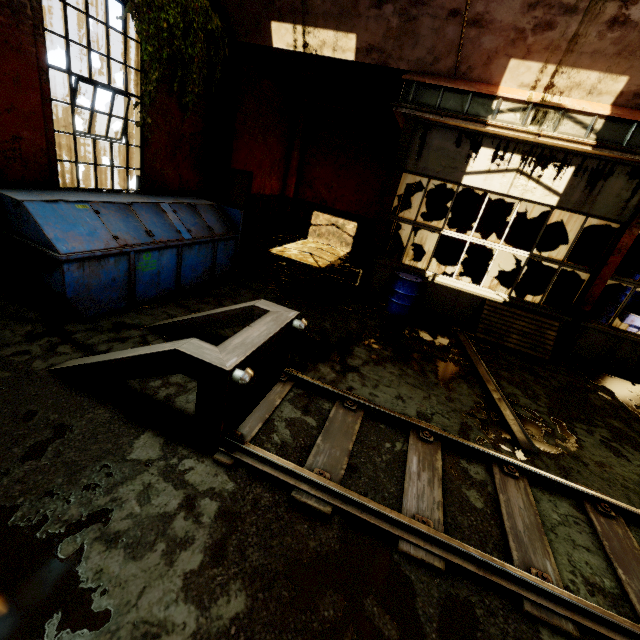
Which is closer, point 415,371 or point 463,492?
point 463,492

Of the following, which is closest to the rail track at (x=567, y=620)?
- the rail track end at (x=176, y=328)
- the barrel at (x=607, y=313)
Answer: the rail track end at (x=176, y=328)

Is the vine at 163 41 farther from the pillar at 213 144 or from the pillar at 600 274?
the pillar at 600 274

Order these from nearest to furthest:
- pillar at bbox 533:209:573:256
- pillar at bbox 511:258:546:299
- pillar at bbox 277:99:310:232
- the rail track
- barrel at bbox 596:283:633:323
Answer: the rail track → barrel at bbox 596:283:633:323 → pillar at bbox 533:209:573:256 → pillar at bbox 511:258:546:299 → pillar at bbox 277:99:310:232

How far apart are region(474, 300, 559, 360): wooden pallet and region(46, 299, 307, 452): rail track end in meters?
5.3 m

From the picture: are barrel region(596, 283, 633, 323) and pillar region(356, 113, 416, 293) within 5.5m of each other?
no

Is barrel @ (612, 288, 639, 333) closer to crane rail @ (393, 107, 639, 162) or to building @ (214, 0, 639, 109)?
crane rail @ (393, 107, 639, 162)

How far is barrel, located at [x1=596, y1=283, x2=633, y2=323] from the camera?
10.1 meters
